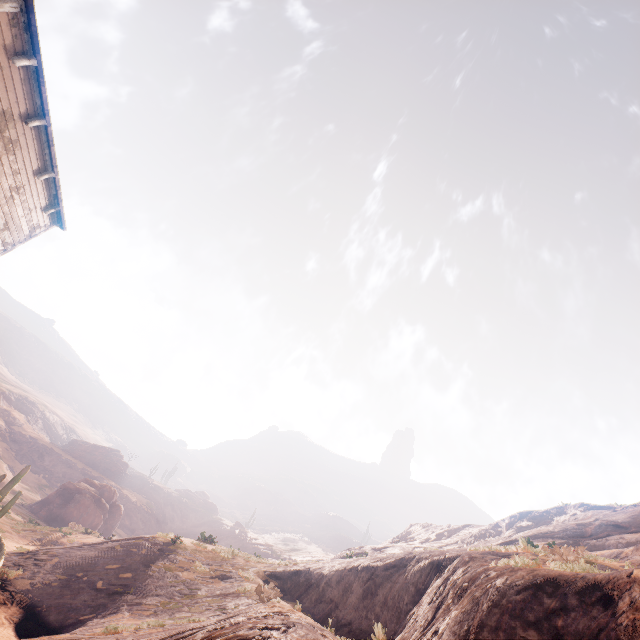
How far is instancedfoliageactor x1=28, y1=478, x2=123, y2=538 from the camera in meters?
33.8 m

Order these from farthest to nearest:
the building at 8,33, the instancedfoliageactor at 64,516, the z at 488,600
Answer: the instancedfoliageactor at 64,516 < the building at 8,33 < the z at 488,600

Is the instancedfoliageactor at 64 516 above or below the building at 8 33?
below

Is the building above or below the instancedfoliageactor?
above

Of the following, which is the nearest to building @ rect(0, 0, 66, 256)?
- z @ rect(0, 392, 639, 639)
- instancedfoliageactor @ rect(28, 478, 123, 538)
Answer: z @ rect(0, 392, 639, 639)

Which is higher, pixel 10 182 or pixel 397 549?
pixel 397 549

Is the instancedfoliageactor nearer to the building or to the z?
the z

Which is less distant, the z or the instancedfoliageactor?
the z
